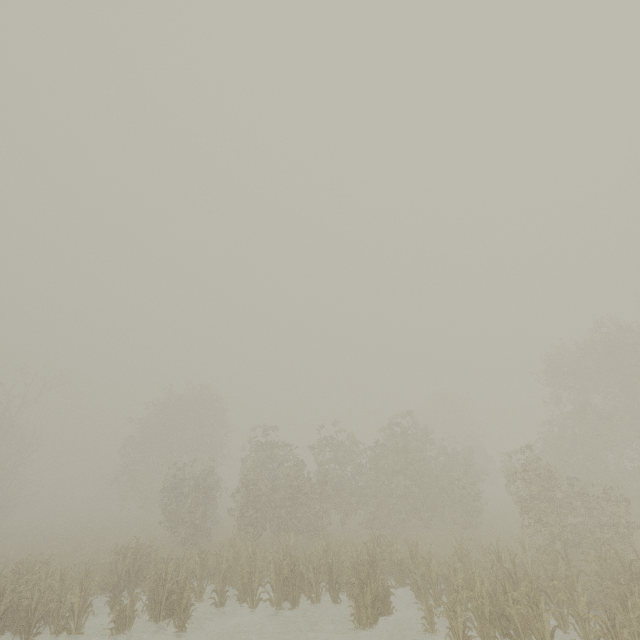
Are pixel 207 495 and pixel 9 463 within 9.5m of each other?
no
